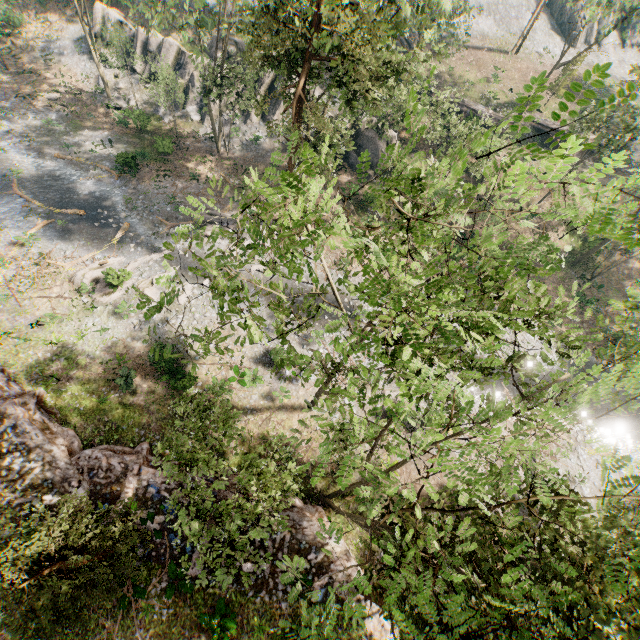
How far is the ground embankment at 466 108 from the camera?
34.8 meters

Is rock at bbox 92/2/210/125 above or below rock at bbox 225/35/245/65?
below

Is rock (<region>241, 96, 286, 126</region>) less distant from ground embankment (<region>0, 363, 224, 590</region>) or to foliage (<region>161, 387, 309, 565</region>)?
foliage (<region>161, 387, 309, 565</region>)

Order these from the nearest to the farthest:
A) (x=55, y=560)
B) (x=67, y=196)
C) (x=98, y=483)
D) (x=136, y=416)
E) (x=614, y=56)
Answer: (x=55, y=560) < (x=98, y=483) < (x=136, y=416) < (x=67, y=196) < (x=614, y=56)

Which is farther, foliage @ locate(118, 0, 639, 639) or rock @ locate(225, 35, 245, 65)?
rock @ locate(225, 35, 245, 65)

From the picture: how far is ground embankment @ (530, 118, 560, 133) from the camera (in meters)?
Result: 39.00

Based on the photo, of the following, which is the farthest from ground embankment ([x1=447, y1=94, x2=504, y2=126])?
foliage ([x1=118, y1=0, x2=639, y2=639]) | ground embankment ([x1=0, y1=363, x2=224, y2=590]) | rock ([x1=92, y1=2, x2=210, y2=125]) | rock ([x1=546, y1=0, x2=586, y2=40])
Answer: ground embankment ([x1=0, y1=363, x2=224, y2=590])

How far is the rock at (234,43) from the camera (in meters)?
35.19
